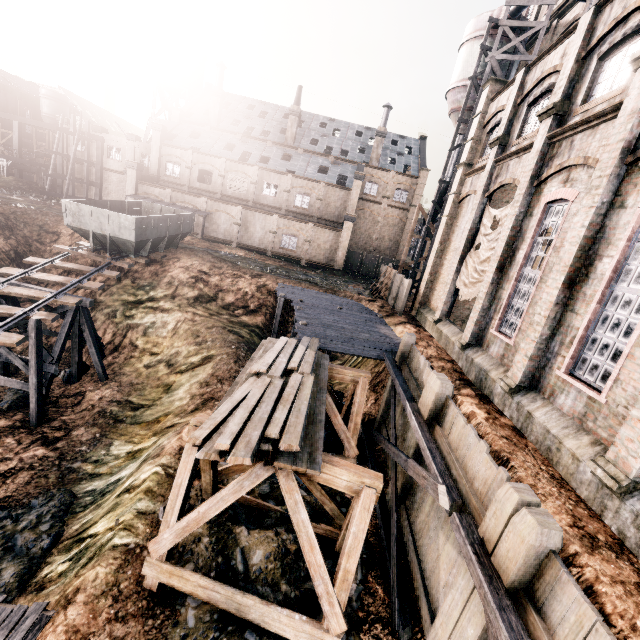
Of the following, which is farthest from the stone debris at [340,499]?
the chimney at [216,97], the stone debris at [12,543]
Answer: the chimney at [216,97]

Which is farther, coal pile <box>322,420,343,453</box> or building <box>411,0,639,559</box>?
coal pile <box>322,420,343,453</box>

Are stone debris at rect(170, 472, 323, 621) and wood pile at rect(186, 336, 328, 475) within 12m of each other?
yes

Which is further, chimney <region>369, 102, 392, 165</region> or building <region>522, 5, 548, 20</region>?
chimney <region>369, 102, 392, 165</region>

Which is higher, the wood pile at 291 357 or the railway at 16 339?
the wood pile at 291 357

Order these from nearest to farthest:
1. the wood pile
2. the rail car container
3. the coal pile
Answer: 1. the wood pile
2. the coal pile
3. the rail car container

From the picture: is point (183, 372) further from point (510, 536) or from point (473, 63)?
point (473, 63)

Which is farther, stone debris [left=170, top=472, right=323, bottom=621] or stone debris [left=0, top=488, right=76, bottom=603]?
stone debris [left=0, top=488, right=76, bottom=603]
